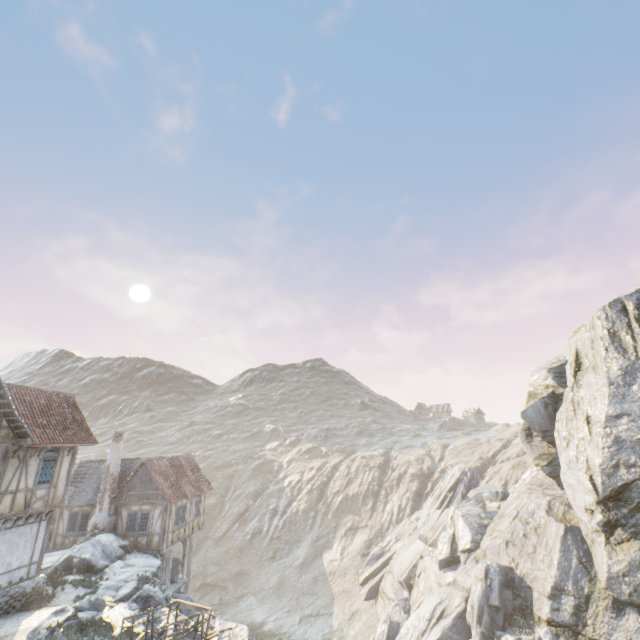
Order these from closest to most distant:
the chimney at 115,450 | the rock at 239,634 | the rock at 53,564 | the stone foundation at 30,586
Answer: the rock at 239,634 < the rock at 53,564 < the stone foundation at 30,586 < the chimney at 115,450

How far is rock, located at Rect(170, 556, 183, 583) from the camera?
24.8 meters

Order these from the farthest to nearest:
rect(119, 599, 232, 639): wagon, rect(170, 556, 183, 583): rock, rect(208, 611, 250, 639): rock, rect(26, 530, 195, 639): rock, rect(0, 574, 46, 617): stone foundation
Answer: rect(170, 556, 183, 583): rock → rect(0, 574, 46, 617): stone foundation → rect(26, 530, 195, 639): rock → rect(208, 611, 250, 639): rock → rect(119, 599, 232, 639): wagon

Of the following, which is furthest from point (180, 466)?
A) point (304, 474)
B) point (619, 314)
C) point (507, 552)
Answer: point (304, 474)

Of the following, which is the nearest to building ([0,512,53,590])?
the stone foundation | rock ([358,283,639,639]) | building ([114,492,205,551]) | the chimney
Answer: the stone foundation

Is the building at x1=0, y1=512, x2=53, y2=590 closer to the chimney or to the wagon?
the chimney

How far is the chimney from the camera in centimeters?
2264cm

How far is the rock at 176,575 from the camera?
24.8 meters
